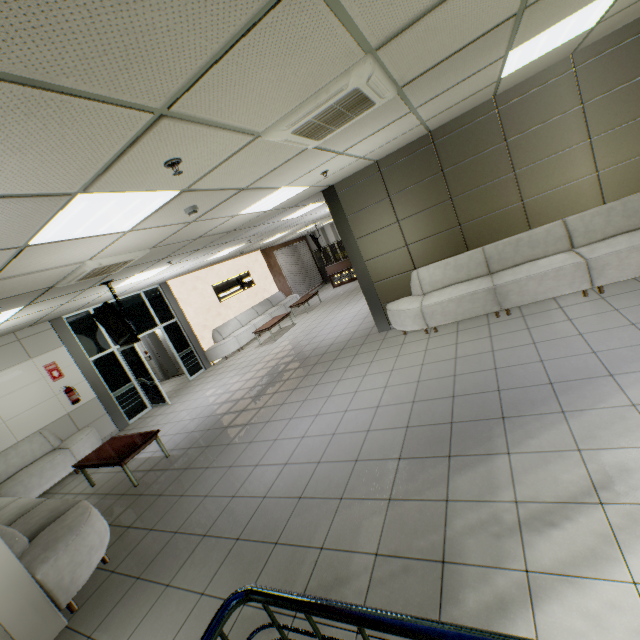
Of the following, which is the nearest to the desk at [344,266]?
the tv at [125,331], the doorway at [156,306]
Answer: the doorway at [156,306]

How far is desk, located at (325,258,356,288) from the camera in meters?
16.1 m

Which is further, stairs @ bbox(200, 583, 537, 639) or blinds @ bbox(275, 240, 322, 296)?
blinds @ bbox(275, 240, 322, 296)

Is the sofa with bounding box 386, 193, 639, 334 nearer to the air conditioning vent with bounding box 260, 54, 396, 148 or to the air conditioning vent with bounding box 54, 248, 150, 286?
the air conditioning vent with bounding box 260, 54, 396, 148

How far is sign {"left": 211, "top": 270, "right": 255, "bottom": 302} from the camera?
12.6m

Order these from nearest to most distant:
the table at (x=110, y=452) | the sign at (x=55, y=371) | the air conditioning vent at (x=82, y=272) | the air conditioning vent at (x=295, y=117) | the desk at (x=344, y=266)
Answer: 1. the air conditioning vent at (x=295, y=117)
2. the air conditioning vent at (x=82, y=272)
3. the table at (x=110, y=452)
4. the sign at (x=55, y=371)
5. the desk at (x=344, y=266)

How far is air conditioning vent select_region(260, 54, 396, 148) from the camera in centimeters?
228cm

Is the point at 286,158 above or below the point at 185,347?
above
